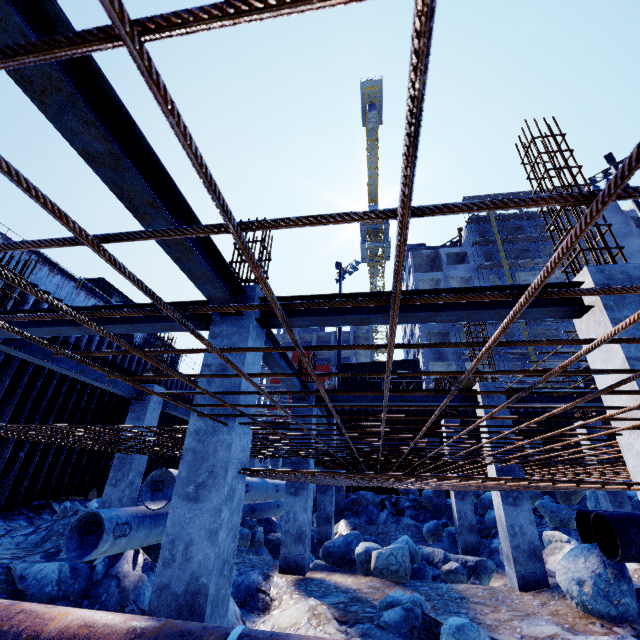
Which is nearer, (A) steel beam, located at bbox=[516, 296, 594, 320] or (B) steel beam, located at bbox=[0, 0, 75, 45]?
(B) steel beam, located at bbox=[0, 0, 75, 45]

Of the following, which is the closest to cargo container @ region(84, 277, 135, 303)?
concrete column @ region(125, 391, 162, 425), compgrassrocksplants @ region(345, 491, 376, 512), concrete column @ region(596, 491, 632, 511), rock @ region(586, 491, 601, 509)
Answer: concrete column @ region(125, 391, 162, 425)

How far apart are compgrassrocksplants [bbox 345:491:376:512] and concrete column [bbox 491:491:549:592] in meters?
10.2 m

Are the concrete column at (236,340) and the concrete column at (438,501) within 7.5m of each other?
no

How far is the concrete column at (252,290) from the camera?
4.7m

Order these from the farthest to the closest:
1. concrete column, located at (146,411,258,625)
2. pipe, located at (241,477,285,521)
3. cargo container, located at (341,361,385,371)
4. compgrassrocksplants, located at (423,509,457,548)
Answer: cargo container, located at (341,361,385,371) < compgrassrocksplants, located at (423,509,457,548) < pipe, located at (241,477,285,521) < concrete column, located at (146,411,258,625)

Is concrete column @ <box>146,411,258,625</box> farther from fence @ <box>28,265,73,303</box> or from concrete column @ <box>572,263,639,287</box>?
fence @ <box>28,265,73,303</box>

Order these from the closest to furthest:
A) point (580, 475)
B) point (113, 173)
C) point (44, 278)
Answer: point (113, 173), point (580, 475), point (44, 278)
